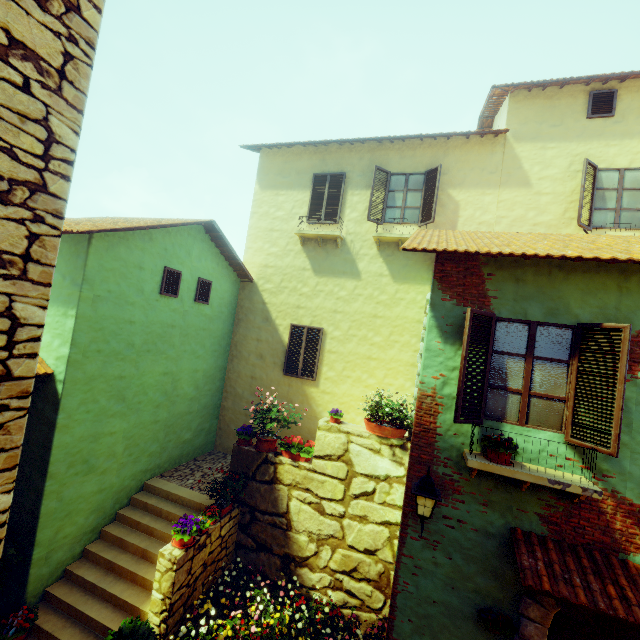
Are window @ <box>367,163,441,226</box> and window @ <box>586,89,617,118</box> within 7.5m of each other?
yes

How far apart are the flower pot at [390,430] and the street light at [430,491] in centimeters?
151cm

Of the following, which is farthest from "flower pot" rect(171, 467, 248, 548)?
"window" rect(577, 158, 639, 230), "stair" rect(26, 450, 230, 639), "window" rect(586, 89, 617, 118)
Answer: "window" rect(586, 89, 617, 118)

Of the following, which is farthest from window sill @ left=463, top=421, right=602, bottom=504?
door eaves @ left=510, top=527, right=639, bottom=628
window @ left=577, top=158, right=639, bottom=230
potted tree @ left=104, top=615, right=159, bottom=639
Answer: window @ left=577, top=158, right=639, bottom=230

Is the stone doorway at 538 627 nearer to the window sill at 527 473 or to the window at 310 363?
the window sill at 527 473

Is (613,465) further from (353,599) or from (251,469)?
(251,469)

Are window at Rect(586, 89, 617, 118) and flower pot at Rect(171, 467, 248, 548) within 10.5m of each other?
no

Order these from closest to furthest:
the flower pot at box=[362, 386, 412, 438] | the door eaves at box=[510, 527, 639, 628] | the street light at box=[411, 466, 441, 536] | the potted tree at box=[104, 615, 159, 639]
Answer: the door eaves at box=[510, 527, 639, 628] < the street light at box=[411, 466, 441, 536] < the potted tree at box=[104, 615, 159, 639] < the flower pot at box=[362, 386, 412, 438]
